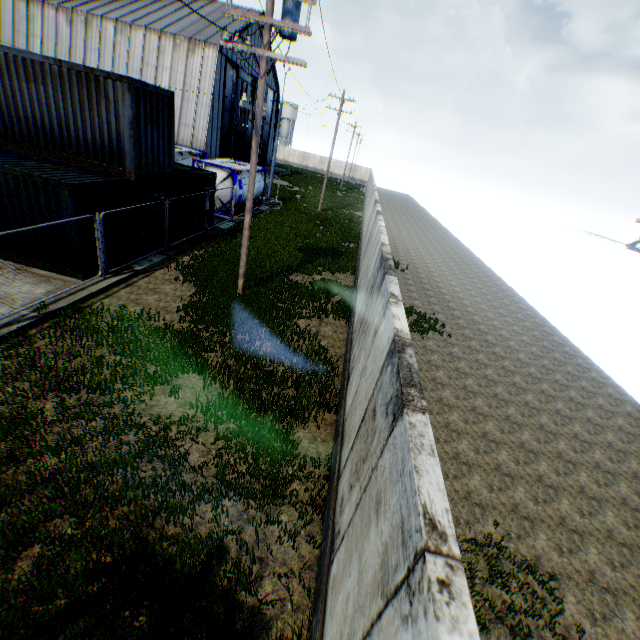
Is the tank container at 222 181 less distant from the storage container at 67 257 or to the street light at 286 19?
the storage container at 67 257

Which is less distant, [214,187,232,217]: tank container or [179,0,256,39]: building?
[214,187,232,217]: tank container

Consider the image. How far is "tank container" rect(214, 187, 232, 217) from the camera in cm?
2097

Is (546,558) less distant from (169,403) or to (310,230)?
(169,403)

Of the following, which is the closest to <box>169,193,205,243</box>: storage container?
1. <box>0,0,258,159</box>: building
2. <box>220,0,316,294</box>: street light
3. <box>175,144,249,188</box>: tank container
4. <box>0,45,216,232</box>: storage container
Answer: <box>0,45,216,232</box>: storage container

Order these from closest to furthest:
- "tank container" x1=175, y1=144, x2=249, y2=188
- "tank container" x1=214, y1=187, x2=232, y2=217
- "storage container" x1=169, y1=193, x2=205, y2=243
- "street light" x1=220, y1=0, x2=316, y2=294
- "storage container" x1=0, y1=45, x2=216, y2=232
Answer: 1. "street light" x1=220, y1=0, x2=316, y2=294
2. "storage container" x1=0, y1=45, x2=216, y2=232
3. "storage container" x1=169, y1=193, x2=205, y2=243
4. "tank container" x1=175, y1=144, x2=249, y2=188
5. "tank container" x1=214, y1=187, x2=232, y2=217

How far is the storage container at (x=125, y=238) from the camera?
11.14m
